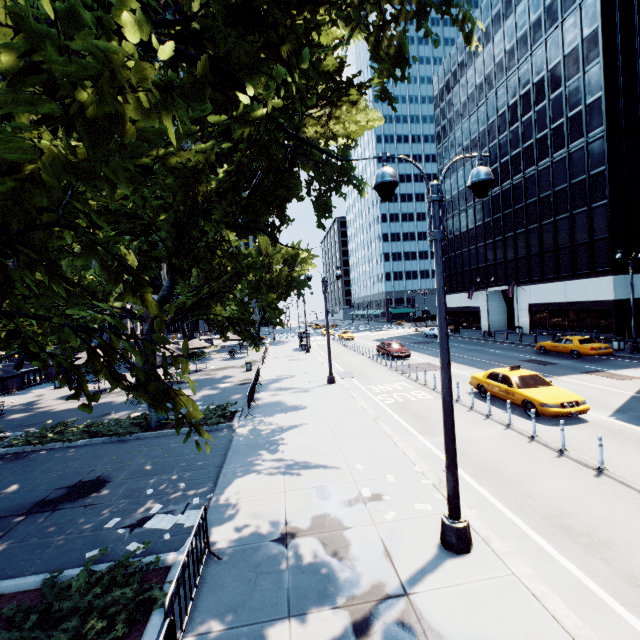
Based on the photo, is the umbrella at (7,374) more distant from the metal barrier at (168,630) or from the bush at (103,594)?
the metal barrier at (168,630)

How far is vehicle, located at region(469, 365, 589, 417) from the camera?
11.9m

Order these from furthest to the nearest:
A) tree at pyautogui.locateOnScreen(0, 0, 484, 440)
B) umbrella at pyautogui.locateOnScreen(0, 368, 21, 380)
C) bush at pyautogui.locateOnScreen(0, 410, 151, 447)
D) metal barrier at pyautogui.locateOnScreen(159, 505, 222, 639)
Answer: umbrella at pyautogui.locateOnScreen(0, 368, 21, 380) → bush at pyautogui.locateOnScreen(0, 410, 151, 447) → metal barrier at pyautogui.locateOnScreen(159, 505, 222, 639) → tree at pyautogui.locateOnScreen(0, 0, 484, 440)

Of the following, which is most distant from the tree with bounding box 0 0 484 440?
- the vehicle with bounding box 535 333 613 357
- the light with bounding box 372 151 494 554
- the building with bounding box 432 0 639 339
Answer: the building with bounding box 432 0 639 339

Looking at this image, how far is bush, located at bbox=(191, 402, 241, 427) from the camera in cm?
1405

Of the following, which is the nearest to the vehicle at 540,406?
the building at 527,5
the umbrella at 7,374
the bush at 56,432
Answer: Answer: the bush at 56,432

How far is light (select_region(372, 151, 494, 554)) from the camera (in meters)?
5.83

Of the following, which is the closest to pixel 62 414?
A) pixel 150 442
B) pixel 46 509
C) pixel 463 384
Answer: pixel 150 442
